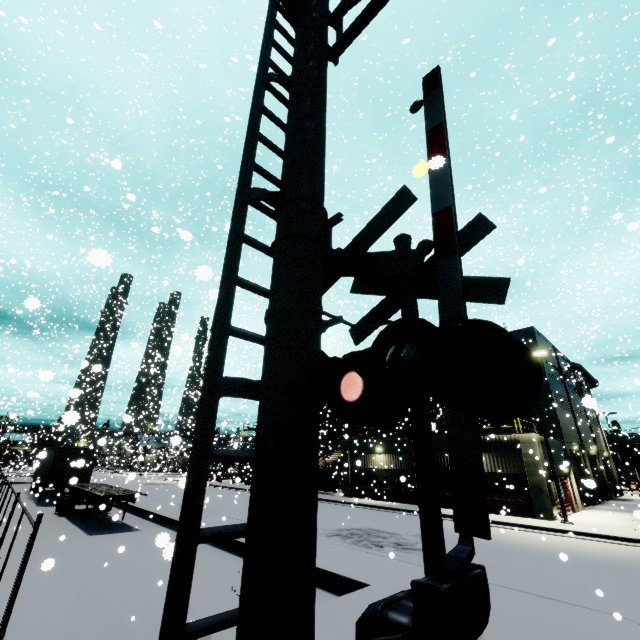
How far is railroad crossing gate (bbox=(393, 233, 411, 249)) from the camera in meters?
3.6

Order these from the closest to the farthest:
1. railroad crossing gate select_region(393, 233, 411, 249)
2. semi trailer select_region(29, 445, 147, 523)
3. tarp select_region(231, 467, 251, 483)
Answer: railroad crossing gate select_region(393, 233, 411, 249), semi trailer select_region(29, 445, 147, 523), tarp select_region(231, 467, 251, 483)

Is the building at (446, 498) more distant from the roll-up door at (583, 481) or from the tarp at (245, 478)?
the tarp at (245, 478)

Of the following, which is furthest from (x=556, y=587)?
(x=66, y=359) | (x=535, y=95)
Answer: (x=66, y=359)

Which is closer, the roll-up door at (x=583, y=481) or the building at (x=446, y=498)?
the roll-up door at (x=583, y=481)

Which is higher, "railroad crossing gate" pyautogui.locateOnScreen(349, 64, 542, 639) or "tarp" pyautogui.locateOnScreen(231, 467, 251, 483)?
"railroad crossing gate" pyautogui.locateOnScreen(349, 64, 542, 639)

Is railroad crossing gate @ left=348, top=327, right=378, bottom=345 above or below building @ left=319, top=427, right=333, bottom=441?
below

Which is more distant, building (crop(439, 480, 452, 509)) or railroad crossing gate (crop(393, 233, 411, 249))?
building (crop(439, 480, 452, 509))
